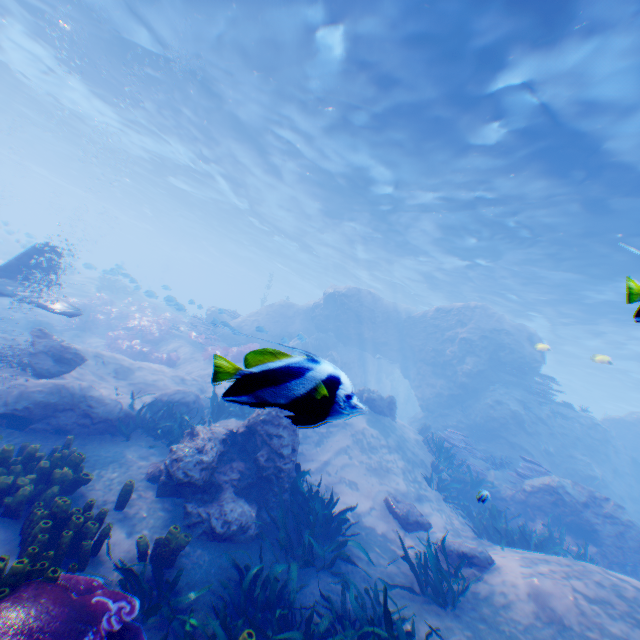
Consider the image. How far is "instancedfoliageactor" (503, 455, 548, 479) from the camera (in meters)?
11.73

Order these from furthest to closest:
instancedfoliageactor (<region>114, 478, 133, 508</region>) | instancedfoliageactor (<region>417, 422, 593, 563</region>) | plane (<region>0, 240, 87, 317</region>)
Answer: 1. plane (<region>0, 240, 87, 317</region>)
2. instancedfoliageactor (<region>417, 422, 593, 563</region>)
3. instancedfoliageactor (<region>114, 478, 133, 508</region>)

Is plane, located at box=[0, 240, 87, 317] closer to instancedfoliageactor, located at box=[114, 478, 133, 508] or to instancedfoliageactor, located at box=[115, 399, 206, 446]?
instancedfoliageactor, located at box=[114, 478, 133, 508]

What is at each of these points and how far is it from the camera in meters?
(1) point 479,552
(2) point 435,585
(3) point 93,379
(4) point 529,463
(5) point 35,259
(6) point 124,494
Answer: (1) rock, 6.4 m
(2) instancedfoliageactor, 5.6 m
(3) rock, 9.0 m
(4) instancedfoliageactor, 12.0 m
(5) plane, 9.9 m
(6) instancedfoliageactor, 5.1 m

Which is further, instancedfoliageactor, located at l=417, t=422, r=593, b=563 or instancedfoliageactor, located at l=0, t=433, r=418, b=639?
instancedfoliageactor, located at l=417, t=422, r=593, b=563

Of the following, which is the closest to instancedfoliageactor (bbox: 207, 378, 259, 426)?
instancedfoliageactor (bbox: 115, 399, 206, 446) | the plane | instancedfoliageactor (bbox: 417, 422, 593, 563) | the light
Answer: the plane

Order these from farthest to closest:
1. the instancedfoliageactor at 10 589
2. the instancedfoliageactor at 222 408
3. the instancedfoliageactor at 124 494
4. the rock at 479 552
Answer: the rock at 479 552 < the instancedfoliageactor at 124 494 < the instancedfoliageactor at 10 589 < the instancedfoliageactor at 222 408

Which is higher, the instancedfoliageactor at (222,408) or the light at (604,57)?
the light at (604,57)
